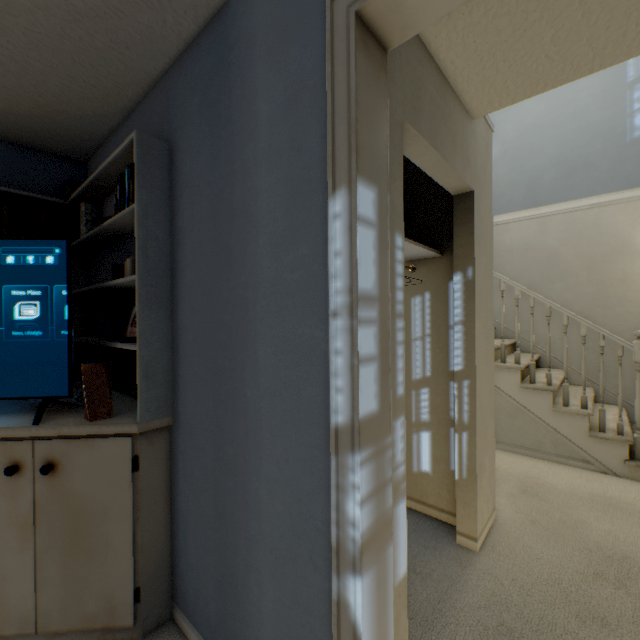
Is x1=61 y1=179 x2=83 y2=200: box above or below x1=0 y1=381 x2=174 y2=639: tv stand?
above

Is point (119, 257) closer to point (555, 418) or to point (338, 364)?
point (338, 364)

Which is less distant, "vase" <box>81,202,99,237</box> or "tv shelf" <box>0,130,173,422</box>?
"tv shelf" <box>0,130,173,422</box>

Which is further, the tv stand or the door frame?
the tv stand

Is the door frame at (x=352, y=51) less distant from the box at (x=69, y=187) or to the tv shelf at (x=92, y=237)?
the tv shelf at (x=92, y=237)

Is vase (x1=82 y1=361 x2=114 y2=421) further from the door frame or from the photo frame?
the door frame

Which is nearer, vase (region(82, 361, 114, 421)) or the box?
vase (region(82, 361, 114, 421))

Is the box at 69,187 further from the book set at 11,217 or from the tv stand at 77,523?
the tv stand at 77,523
